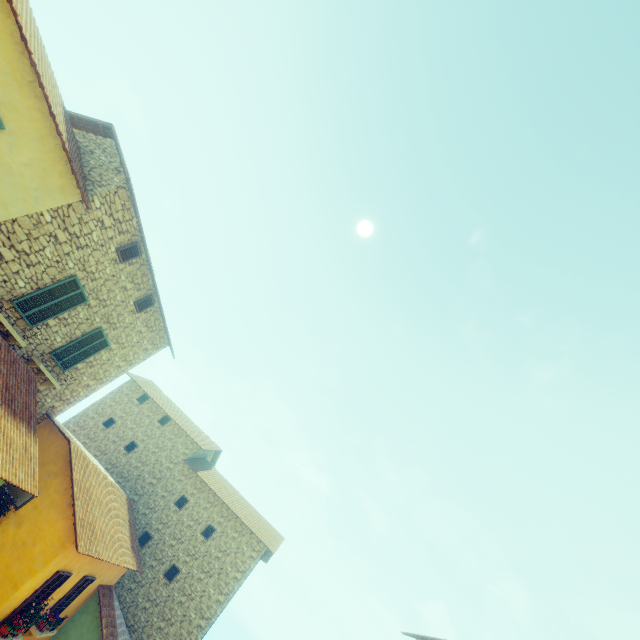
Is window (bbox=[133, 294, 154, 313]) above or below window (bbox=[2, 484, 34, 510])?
above

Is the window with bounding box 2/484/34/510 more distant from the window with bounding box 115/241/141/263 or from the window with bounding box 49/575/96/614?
the window with bounding box 115/241/141/263

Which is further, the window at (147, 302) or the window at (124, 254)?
the window at (147, 302)

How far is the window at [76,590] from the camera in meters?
11.5 m

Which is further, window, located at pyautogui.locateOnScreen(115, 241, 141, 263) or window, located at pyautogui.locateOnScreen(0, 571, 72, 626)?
window, located at pyautogui.locateOnScreen(115, 241, 141, 263)

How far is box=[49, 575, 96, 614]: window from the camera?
11.5m

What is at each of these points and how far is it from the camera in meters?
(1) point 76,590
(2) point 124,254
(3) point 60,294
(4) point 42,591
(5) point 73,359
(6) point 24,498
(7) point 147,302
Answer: (1) window, 12.1 m
(2) window, 10.6 m
(3) window, 9.6 m
(4) window, 10.1 m
(5) window, 11.4 m
(6) window, 10.5 m
(7) window, 12.6 m

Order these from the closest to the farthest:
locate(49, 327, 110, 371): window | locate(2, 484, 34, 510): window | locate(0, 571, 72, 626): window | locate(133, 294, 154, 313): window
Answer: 1. locate(0, 571, 72, 626): window
2. locate(2, 484, 34, 510): window
3. locate(49, 327, 110, 371): window
4. locate(133, 294, 154, 313): window
